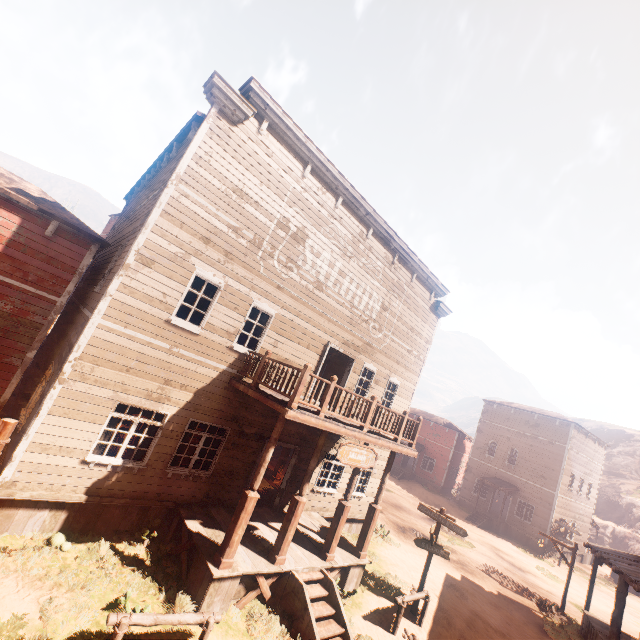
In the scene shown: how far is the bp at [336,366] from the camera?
13.84m

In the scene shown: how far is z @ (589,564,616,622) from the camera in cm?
1823

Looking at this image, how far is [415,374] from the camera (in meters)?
16.50

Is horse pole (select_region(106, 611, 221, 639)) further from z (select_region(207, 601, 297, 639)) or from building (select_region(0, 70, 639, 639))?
building (select_region(0, 70, 639, 639))

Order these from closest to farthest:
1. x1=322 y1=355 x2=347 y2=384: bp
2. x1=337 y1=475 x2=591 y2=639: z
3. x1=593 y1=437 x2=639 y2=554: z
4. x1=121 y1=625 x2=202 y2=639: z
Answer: x1=121 y1=625 x2=202 y2=639: z, x1=337 y1=475 x2=591 y2=639: z, x1=322 y1=355 x2=347 y2=384: bp, x1=593 y1=437 x2=639 y2=554: z

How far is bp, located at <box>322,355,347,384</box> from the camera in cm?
1384

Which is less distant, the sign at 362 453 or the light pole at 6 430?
the light pole at 6 430

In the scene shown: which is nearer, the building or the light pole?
the light pole
